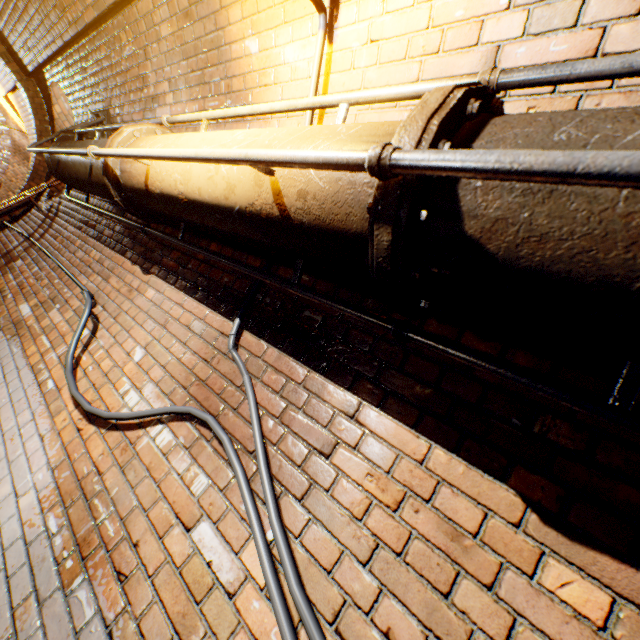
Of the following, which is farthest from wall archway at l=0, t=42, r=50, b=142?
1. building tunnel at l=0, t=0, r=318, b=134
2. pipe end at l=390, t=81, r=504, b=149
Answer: pipe end at l=390, t=81, r=504, b=149

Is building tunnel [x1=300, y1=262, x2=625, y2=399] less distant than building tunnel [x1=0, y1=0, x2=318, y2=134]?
Yes

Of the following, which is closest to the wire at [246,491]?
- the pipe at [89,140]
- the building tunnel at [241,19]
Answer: the building tunnel at [241,19]

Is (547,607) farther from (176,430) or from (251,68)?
(251,68)

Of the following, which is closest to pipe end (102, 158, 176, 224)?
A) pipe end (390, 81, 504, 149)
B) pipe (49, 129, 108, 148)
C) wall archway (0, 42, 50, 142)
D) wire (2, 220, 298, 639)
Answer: pipe (49, 129, 108, 148)

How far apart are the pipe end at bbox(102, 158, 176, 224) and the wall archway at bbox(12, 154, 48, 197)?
6.12m

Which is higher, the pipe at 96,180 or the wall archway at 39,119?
the wall archway at 39,119

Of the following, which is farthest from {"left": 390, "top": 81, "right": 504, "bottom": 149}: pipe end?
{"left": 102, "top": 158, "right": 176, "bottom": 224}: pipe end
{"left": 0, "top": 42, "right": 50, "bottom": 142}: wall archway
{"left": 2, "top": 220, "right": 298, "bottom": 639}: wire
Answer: {"left": 0, "top": 42, "right": 50, "bottom": 142}: wall archway
